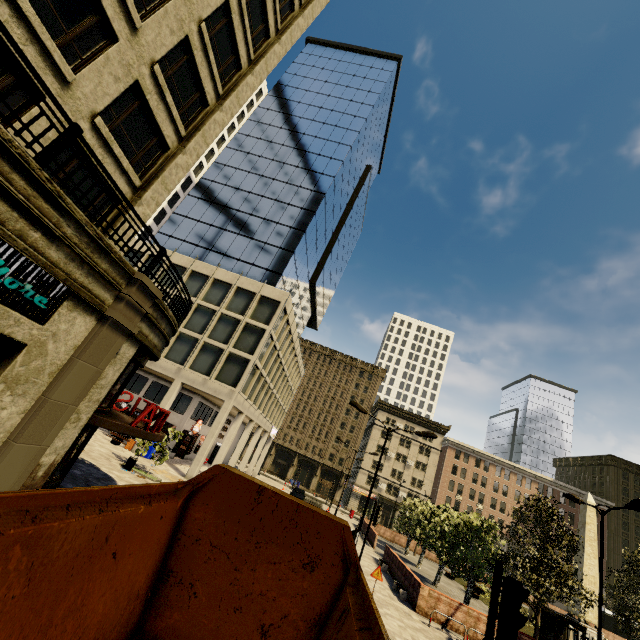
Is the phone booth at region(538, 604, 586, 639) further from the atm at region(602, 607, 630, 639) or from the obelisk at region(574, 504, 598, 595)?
the atm at region(602, 607, 630, 639)

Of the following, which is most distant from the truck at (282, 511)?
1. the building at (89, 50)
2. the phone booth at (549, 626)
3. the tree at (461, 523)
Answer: the tree at (461, 523)

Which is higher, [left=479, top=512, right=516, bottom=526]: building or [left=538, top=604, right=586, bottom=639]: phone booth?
[left=479, top=512, right=516, bottom=526]: building

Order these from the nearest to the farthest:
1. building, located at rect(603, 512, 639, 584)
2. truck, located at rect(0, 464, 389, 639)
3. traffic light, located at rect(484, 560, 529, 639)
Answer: truck, located at rect(0, 464, 389, 639) → traffic light, located at rect(484, 560, 529, 639) → building, located at rect(603, 512, 639, 584)

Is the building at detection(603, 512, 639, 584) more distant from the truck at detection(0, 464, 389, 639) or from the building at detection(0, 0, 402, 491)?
the truck at detection(0, 464, 389, 639)

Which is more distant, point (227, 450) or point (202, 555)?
point (227, 450)

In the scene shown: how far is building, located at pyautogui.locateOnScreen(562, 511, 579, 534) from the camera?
58.8m

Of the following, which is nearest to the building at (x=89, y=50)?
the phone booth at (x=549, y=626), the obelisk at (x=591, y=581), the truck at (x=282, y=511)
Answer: the truck at (x=282, y=511)
